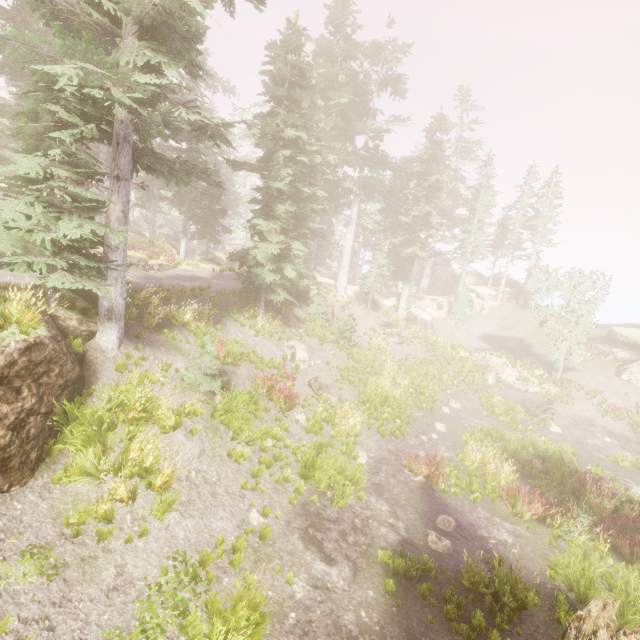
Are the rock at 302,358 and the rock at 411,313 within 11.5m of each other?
no

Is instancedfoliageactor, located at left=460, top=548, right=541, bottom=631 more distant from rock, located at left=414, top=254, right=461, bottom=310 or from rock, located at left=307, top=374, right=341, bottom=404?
rock, located at left=307, top=374, right=341, bottom=404

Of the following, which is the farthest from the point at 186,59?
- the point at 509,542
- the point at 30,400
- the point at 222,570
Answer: the point at 509,542

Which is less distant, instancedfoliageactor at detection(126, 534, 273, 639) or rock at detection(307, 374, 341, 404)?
instancedfoliageactor at detection(126, 534, 273, 639)

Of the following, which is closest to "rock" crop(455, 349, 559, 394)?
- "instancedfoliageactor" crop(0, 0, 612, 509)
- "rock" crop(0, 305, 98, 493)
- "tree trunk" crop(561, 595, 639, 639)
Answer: "instancedfoliageactor" crop(0, 0, 612, 509)

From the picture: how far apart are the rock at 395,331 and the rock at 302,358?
12.2 meters

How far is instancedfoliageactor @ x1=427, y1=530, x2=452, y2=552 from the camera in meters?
9.1 m

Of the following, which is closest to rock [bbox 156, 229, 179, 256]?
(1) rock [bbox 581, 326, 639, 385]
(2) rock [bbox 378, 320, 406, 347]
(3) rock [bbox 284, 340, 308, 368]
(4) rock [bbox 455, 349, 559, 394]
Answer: (3) rock [bbox 284, 340, 308, 368]
